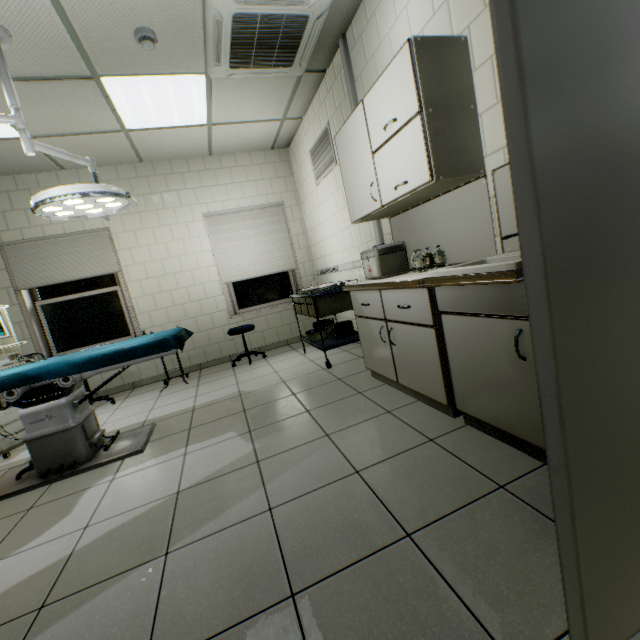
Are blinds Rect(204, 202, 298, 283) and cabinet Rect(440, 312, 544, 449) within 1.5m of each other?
no

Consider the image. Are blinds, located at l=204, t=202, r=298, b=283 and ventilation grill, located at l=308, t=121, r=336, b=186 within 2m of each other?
yes

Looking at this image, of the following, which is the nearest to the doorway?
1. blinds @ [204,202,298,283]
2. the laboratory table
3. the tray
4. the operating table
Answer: the laboratory table

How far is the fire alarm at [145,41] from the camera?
2.5 meters

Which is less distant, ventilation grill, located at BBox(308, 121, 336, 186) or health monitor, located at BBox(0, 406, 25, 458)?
health monitor, located at BBox(0, 406, 25, 458)

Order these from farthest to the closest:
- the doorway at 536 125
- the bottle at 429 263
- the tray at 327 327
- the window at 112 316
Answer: the window at 112 316 → the tray at 327 327 → the bottle at 429 263 → the doorway at 536 125

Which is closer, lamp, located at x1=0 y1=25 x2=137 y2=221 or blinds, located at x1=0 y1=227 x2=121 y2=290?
lamp, located at x1=0 y1=25 x2=137 y2=221

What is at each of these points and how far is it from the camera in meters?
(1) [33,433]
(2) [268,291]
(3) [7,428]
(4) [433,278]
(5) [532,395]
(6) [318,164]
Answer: (1) operating table, 2.5
(2) window, 5.7
(3) health monitor, 3.2
(4) sink, 1.8
(5) cabinet, 1.5
(6) ventilation grill, 4.4
